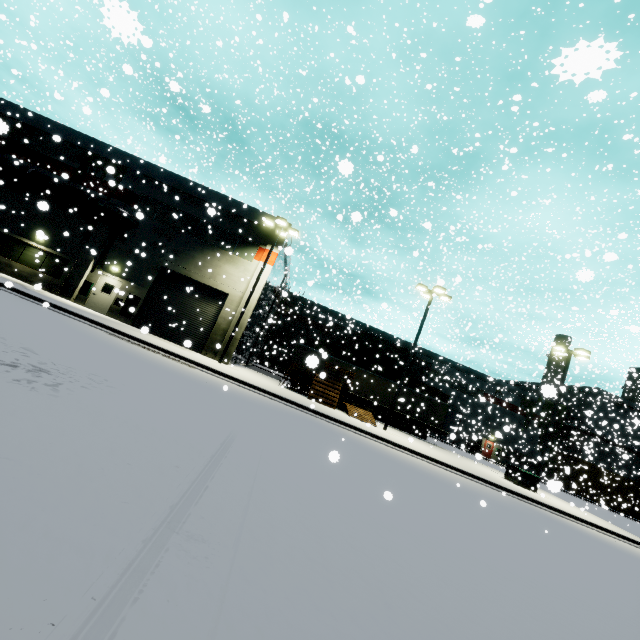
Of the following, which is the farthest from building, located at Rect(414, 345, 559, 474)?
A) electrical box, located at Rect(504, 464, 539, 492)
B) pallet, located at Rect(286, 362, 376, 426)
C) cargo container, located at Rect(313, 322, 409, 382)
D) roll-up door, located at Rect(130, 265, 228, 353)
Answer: electrical box, located at Rect(504, 464, 539, 492)

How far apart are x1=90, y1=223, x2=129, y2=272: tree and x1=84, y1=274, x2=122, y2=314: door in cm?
16

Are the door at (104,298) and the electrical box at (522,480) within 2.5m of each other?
no

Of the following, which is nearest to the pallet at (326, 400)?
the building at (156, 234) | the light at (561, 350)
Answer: the building at (156, 234)

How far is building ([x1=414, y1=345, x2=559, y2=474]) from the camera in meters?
32.7

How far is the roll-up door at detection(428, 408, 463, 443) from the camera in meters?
24.7

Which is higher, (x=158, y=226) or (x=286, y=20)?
(x=286, y=20)

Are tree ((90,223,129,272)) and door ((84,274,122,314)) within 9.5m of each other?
yes
